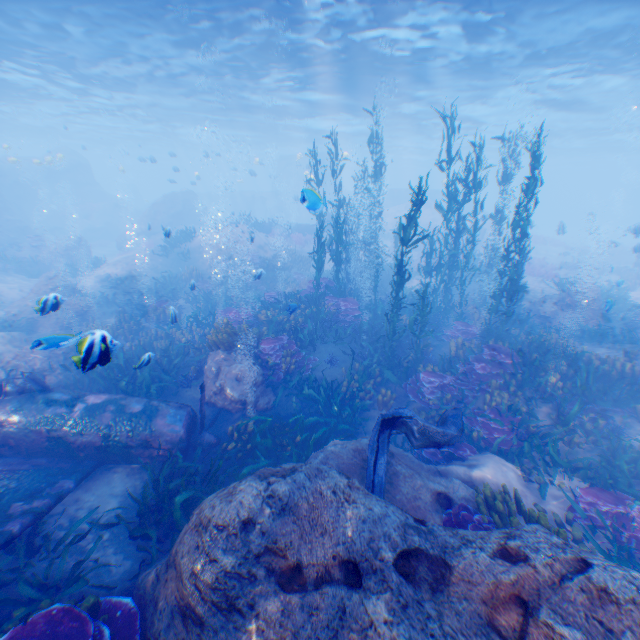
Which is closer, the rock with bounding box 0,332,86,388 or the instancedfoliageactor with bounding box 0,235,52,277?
Answer: the rock with bounding box 0,332,86,388

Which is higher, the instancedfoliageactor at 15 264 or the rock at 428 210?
the rock at 428 210

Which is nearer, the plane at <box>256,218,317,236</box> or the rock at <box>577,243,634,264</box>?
the plane at <box>256,218,317,236</box>

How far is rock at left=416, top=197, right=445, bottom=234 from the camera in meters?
30.7 m

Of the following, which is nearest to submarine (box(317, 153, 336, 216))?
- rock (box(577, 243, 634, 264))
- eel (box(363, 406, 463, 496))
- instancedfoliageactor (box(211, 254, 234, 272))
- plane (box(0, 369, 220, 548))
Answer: instancedfoliageactor (box(211, 254, 234, 272))

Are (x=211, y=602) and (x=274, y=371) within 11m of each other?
yes

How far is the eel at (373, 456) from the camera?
5.4 meters

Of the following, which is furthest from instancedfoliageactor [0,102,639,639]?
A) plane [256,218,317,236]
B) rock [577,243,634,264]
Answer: rock [577,243,634,264]
